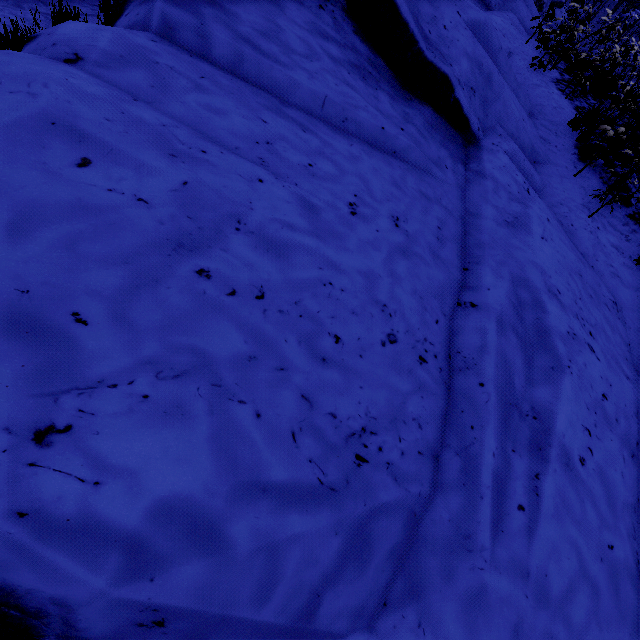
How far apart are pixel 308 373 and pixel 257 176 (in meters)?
1.54
